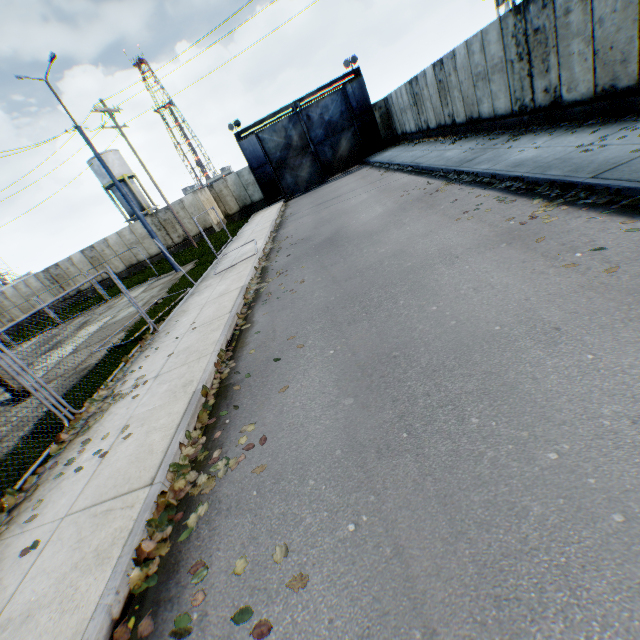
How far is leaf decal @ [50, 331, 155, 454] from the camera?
5.71m

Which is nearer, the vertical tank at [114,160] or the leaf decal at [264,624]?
the leaf decal at [264,624]

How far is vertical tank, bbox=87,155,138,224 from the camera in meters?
39.1

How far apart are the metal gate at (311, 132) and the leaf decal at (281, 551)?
28.9 meters

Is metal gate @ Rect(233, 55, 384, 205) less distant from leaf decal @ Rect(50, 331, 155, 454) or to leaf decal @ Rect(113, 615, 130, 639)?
leaf decal @ Rect(50, 331, 155, 454)

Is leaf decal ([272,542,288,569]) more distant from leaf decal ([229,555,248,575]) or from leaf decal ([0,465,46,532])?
leaf decal ([0,465,46,532])

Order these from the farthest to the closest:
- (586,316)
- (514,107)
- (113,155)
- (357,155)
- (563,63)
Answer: (113,155)
(357,155)
(514,107)
(563,63)
(586,316)

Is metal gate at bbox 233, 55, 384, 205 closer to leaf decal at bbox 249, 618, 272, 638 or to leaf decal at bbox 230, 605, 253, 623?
leaf decal at bbox 230, 605, 253, 623
